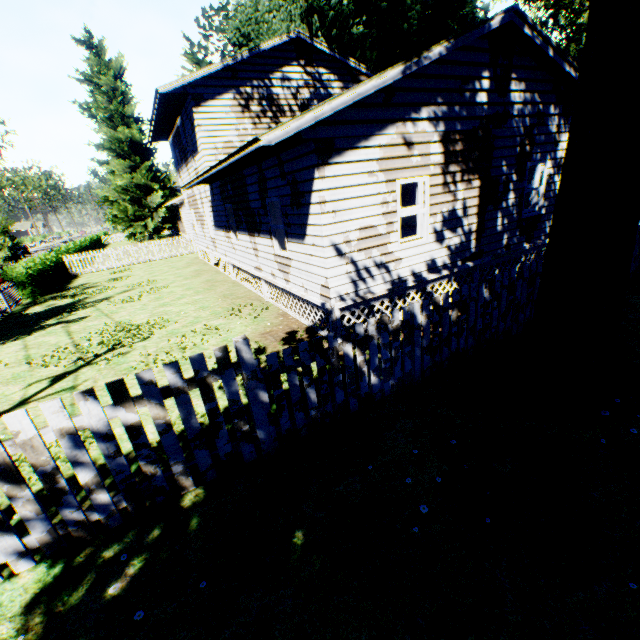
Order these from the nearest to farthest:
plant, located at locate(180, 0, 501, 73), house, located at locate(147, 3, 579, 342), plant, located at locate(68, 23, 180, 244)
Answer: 1. house, located at locate(147, 3, 579, 342)
2. plant, located at locate(180, 0, 501, 73)
3. plant, located at locate(68, 23, 180, 244)

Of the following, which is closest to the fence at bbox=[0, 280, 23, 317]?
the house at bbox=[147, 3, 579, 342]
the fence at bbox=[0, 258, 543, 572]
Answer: the fence at bbox=[0, 258, 543, 572]

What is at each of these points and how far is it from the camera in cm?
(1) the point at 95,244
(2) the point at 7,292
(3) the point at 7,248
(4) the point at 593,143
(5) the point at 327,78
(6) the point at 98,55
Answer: (1) hedge, 4441
(2) fence, 1644
(3) plant, 2308
(4) plant, 371
(5) house, 1580
(6) plant, 4059

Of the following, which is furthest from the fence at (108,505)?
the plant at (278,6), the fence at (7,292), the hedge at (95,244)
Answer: the hedge at (95,244)

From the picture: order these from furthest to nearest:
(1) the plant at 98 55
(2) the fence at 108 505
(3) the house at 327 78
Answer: (1) the plant at 98 55, (3) the house at 327 78, (2) the fence at 108 505

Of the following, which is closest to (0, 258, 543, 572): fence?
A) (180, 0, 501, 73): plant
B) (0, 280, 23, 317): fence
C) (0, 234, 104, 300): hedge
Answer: (0, 280, 23, 317): fence

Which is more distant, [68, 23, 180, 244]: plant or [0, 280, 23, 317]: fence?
[68, 23, 180, 244]: plant

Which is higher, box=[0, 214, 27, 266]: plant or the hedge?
box=[0, 214, 27, 266]: plant
